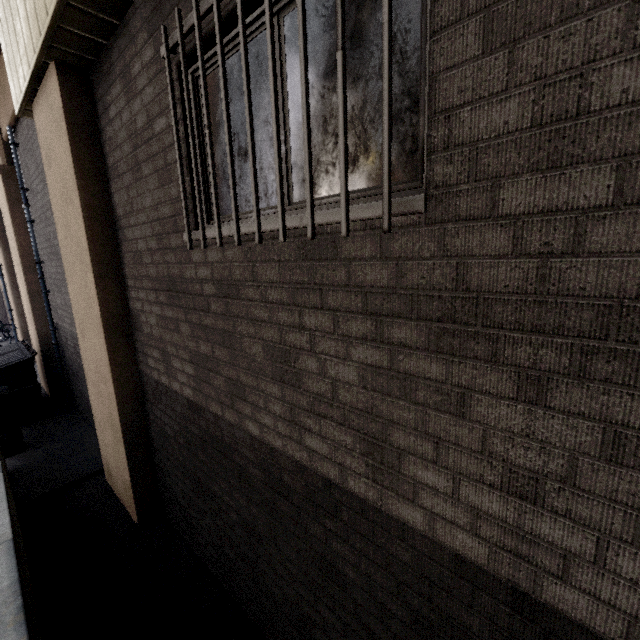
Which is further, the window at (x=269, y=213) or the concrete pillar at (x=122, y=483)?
the concrete pillar at (x=122, y=483)

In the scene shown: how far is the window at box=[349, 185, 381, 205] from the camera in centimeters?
144cm

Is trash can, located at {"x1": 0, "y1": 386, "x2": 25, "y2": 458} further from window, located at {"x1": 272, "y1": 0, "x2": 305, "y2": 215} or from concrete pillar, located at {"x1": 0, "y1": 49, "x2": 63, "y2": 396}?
window, located at {"x1": 272, "y1": 0, "x2": 305, "y2": 215}

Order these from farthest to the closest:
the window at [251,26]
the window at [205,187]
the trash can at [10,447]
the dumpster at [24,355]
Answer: the dumpster at [24,355]
the trash can at [10,447]
the window at [205,187]
the window at [251,26]

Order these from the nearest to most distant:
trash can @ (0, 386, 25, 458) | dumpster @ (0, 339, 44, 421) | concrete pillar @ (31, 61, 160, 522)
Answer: concrete pillar @ (31, 61, 160, 522), trash can @ (0, 386, 25, 458), dumpster @ (0, 339, 44, 421)

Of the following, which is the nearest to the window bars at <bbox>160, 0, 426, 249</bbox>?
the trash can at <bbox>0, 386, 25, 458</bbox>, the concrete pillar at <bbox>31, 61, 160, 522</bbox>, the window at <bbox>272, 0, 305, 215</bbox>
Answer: the window at <bbox>272, 0, 305, 215</bbox>

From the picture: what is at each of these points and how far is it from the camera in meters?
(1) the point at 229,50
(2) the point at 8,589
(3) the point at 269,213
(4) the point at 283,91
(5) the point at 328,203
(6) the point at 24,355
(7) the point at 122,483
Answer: (1) window, 2.0 m
(2) ramp, 1.6 m
(3) window, 2.0 m
(4) window, 1.8 m
(5) window, 1.6 m
(6) dumpster, 6.7 m
(7) concrete pillar, 4.2 m

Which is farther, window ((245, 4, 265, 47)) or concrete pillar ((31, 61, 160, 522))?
concrete pillar ((31, 61, 160, 522))
